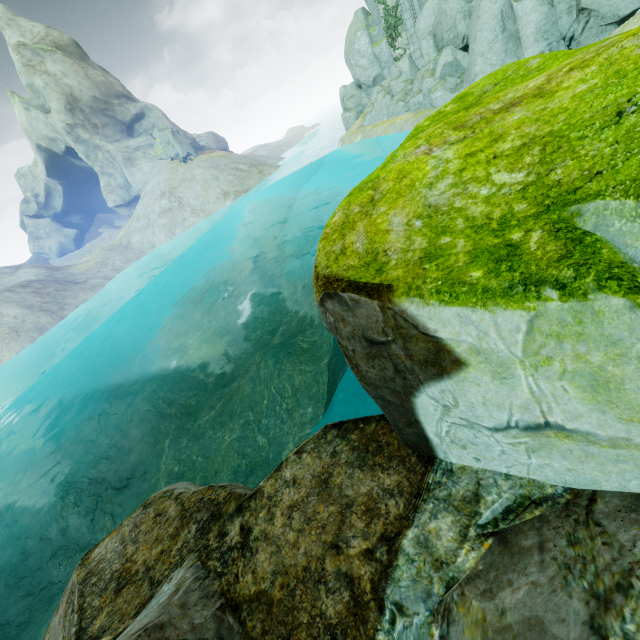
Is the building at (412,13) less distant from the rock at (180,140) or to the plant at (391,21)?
the plant at (391,21)

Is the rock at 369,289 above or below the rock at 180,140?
below

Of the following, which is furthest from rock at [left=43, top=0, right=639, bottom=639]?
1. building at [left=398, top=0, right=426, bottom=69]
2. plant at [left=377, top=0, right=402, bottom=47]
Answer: plant at [left=377, top=0, right=402, bottom=47]

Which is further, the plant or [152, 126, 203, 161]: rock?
[152, 126, 203, 161]: rock

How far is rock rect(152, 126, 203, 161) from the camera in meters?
42.4

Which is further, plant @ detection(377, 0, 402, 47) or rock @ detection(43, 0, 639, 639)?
plant @ detection(377, 0, 402, 47)

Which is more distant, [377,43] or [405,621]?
[377,43]

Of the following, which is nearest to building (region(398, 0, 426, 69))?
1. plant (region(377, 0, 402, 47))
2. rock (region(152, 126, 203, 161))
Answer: plant (region(377, 0, 402, 47))
